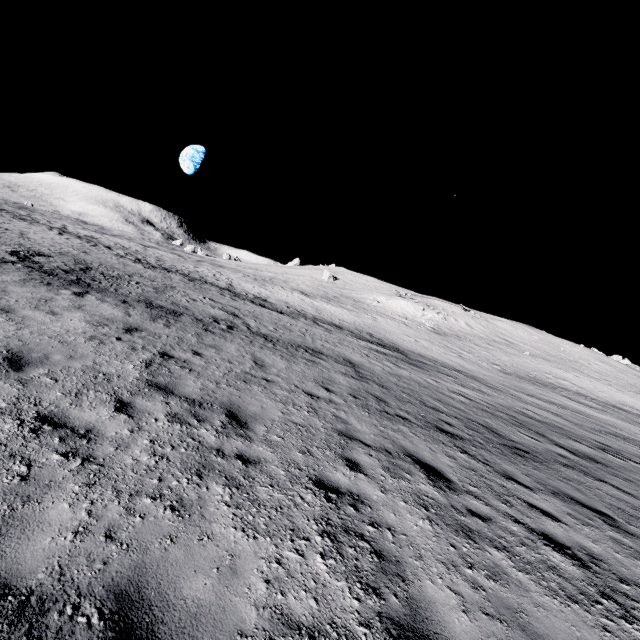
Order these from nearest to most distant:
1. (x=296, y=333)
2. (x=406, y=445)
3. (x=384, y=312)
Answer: (x=406, y=445) < (x=296, y=333) < (x=384, y=312)
